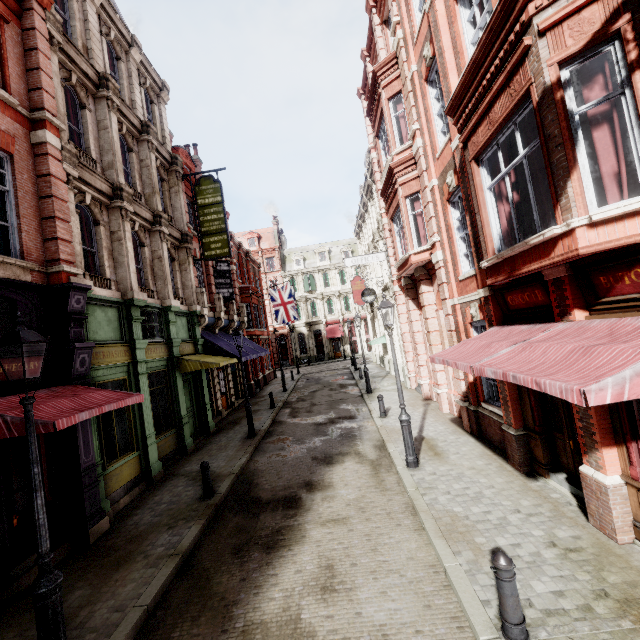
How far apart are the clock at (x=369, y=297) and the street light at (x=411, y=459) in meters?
12.1

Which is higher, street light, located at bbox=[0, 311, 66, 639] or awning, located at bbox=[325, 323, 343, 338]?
awning, located at bbox=[325, 323, 343, 338]

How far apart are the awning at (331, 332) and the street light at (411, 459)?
35.9 meters

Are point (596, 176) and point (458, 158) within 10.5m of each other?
yes

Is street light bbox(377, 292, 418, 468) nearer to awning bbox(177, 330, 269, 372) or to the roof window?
awning bbox(177, 330, 269, 372)

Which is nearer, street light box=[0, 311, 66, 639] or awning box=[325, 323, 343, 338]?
street light box=[0, 311, 66, 639]

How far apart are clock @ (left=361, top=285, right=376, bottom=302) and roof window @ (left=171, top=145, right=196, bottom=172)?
12.3m

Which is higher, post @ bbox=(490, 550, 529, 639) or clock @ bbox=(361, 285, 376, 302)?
clock @ bbox=(361, 285, 376, 302)
